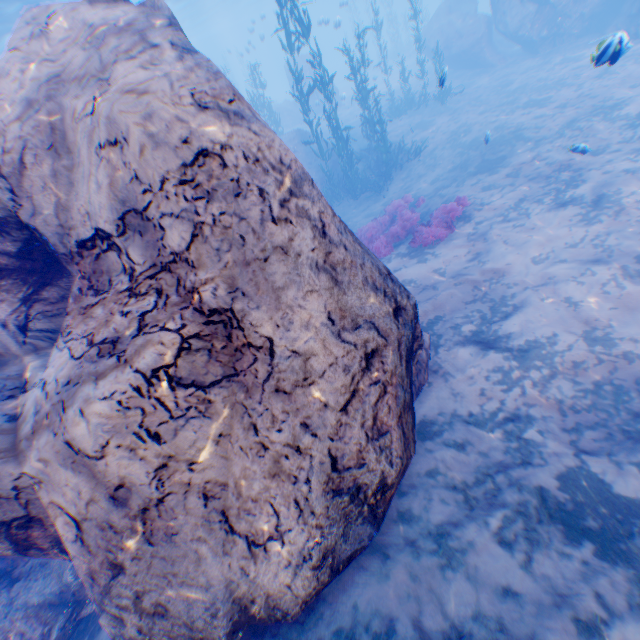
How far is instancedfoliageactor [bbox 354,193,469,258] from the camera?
9.6 meters

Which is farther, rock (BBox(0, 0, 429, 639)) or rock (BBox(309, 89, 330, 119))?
rock (BBox(309, 89, 330, 119))

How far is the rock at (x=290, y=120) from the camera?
29.17m

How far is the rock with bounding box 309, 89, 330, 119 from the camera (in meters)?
27.72

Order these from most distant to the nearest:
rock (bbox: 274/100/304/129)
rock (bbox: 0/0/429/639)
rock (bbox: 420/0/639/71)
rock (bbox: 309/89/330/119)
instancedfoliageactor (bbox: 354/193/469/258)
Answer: rock (bbox: 274/100/304/129)
rock (bbox: 309/89/330/119)
rock (bbox: 420/0/639/71)
instancedfoliageactor (bbox: 354/193/469/258)
rock (bbox: 0/0/429/639)

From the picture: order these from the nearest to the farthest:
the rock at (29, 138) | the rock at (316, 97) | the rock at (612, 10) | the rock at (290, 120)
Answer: the rock at (29, 138)
the rock at (612, 10)
the rock at (316, 97)
the rock at (290, 120)

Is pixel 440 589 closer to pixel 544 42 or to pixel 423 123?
pixel 423 123
